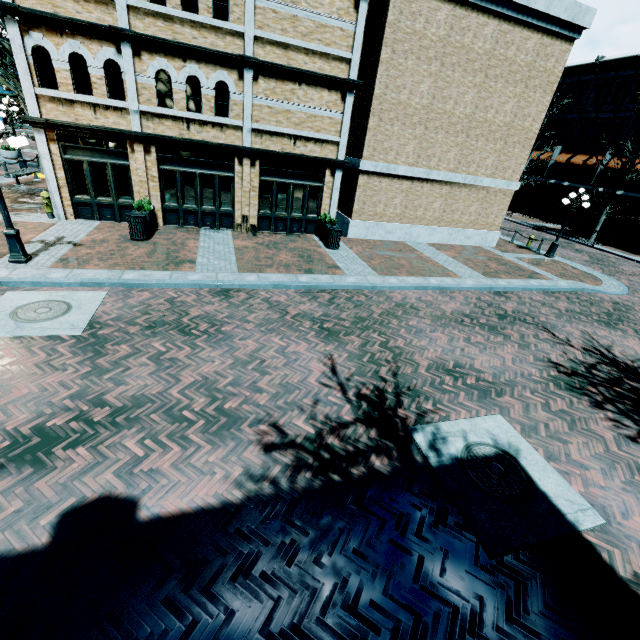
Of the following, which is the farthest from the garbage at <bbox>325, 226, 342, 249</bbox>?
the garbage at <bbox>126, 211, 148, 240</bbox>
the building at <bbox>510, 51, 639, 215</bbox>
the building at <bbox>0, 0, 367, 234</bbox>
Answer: the building at <bbox>510, 51, 639, 215</bbox>

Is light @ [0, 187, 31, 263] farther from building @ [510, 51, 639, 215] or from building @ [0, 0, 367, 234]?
A: building @ [510, 51, 639, 215]

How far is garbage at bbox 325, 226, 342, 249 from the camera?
13.3 meters

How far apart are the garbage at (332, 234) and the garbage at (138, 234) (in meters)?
6.81

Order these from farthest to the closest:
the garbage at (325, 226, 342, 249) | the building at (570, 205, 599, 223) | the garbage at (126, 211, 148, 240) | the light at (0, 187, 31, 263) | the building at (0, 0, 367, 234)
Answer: the building at (570, 205, 599, 223) < the garbage at (325, 226, 342, 249) < the garbage at (126, 211, 148, 240) < the building at (0, 0, 367, 234) < the light at (0, 187, 31, 263)

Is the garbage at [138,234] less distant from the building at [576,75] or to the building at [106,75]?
the building at [106,75]

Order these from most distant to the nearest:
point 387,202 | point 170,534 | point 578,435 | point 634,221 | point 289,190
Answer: point 634,221, point 387,202, point 289,190, point 578,435, point 170,534

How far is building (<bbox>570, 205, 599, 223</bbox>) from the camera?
29.2m
